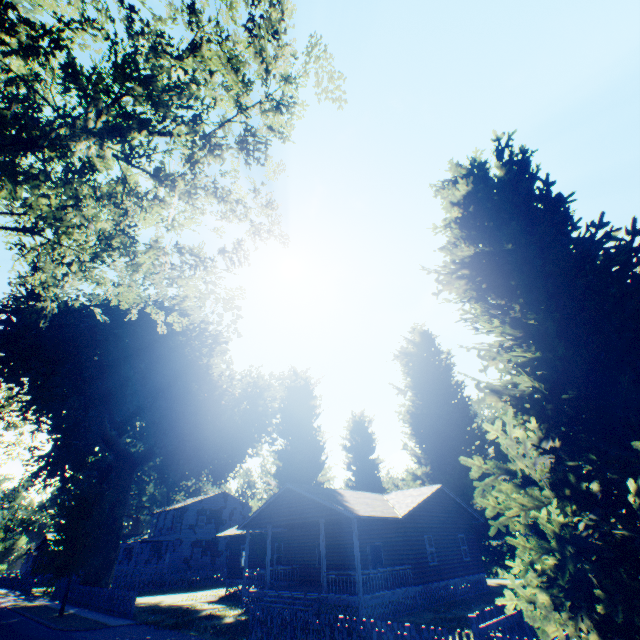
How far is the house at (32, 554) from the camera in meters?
52.2

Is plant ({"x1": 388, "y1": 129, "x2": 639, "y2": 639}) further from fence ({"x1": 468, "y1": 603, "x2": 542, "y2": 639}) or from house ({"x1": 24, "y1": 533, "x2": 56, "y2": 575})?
house ({"x1": 24, "y1": 533, "x2": 56, "y2": 575})

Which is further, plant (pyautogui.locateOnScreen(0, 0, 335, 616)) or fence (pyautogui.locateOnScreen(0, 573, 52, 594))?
fence (pyautogui.locateOnScreen(0, 573, 52, 594))

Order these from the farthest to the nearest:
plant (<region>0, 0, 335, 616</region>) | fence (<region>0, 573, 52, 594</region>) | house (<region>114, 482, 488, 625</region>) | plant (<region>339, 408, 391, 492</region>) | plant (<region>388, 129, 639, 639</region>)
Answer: fence (<region>0, 573, 52, 594</region>)
plant (<region>339, 408, 391, 492</region>)
house (<region>114, 482, 488, 625</region>)
plant (<region>388, 129, 639, 639</region>)
plant (<region>0, 0, 335, 616</region>)

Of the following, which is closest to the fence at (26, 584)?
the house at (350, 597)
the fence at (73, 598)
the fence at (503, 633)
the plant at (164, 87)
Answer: the plant at (164, 87)

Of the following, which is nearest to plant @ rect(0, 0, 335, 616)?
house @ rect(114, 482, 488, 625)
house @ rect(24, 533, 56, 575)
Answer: house @ rect(114, 482, 488, 625)

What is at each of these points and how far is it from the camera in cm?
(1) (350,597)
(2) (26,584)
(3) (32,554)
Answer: (1) house, 1592
(2) fence, 3831
(3) house, 5853

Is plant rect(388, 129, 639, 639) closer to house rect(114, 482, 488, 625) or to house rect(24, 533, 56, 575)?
house rect(114, 482, 488, 625)
